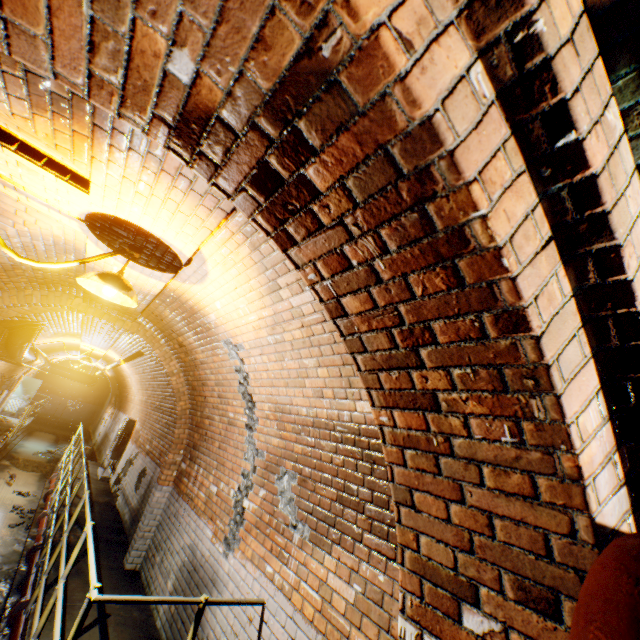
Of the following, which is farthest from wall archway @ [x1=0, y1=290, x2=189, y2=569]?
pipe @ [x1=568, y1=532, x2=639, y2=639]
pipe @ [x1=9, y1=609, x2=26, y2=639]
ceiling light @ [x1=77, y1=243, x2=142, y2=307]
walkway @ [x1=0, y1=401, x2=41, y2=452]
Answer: walkway @ [x1=0, y1=401, x2=41, y2=452]

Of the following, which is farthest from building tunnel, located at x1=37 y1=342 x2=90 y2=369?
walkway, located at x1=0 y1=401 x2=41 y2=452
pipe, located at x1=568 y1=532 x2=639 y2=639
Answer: pipe, located at x1=568 y1=532 x2=639 y2=639

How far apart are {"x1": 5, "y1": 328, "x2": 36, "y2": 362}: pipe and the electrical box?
3.3 meters

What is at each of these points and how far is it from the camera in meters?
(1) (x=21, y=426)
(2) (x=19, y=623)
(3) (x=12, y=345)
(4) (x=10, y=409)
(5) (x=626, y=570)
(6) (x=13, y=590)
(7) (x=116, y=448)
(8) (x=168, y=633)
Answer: (1) walkway, 13.4
(2) pipe, 4.2
(3) pipe, 7.5
(4) door, 16.7
(5) pipe, 0.6
(6) building tunnel, 5.4
(7) electrical box, 10.5
(8) building tunnel, 3.9

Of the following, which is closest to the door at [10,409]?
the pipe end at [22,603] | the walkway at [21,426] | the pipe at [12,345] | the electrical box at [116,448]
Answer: the walkway at [21,426]

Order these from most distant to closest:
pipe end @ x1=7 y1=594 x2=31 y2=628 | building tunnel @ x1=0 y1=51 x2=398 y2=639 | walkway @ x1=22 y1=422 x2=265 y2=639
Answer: pipe end @ x1=7 y1=594 x2=31 y2=628 < walkway @ x1=22 y1=422 x2=265 y2=639 < building tunnel @ x1=0 y1=51 x2=398 y2=639

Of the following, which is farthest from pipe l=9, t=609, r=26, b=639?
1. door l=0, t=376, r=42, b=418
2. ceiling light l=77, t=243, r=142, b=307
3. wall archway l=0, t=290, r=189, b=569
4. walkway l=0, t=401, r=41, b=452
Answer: walkway l=0, t=401, r=41, b=452

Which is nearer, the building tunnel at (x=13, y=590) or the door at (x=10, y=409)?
the building tunnel at (x=13, y=590)
